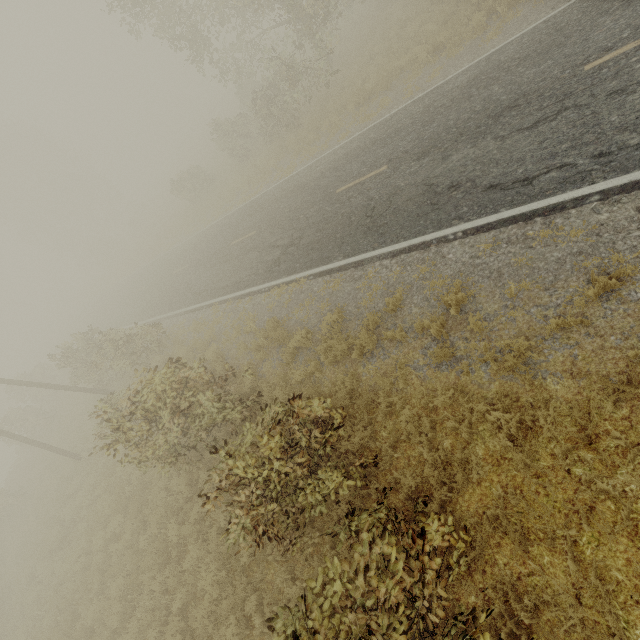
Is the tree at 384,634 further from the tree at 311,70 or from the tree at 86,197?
the tree at 86,197

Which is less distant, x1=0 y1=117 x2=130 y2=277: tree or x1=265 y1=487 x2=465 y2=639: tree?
x1=265 y1=487 x2=465 y2=639: tree

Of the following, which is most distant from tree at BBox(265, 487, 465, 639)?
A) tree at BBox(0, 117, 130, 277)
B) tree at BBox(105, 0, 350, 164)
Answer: tree at BBox(0, 117, 130, 277)

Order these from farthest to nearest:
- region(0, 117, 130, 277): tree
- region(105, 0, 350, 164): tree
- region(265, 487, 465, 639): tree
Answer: region(0, 117, 130, 277): tree, region(105, 0, 350, 164): tree, region(265, 487, 465, 639): tree

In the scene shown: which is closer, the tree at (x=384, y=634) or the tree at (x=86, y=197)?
the tree at (x=384, y=634)

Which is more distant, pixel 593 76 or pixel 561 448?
pixel 593 76
